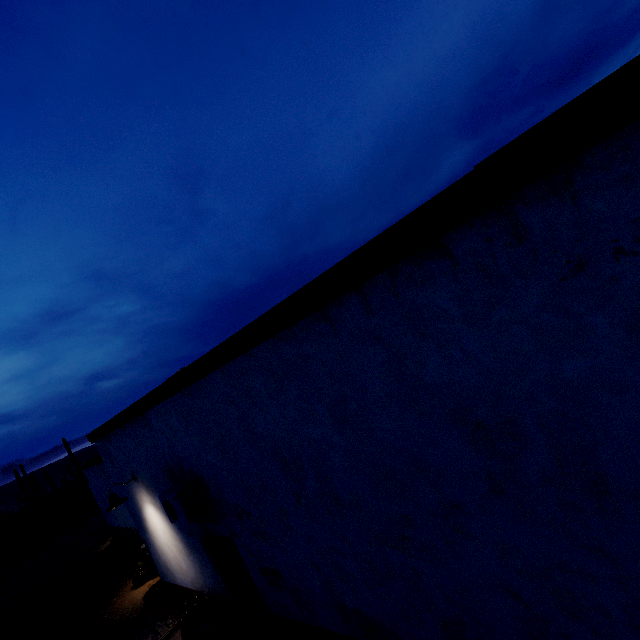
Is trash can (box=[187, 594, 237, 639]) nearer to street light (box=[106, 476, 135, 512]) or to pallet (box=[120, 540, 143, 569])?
street light (box=[106, 476, 135, 512])

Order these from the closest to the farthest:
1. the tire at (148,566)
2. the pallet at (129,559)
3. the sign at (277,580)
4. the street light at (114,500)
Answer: the sign at (277,580), the street light at (114,500), the tire at (148,566), the pallet at (129,559)

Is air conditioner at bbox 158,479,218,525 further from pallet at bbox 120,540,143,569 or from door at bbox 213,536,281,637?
pallet at bbox 120,540,143,569

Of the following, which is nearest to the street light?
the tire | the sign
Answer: the sign

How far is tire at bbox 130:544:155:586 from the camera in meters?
10.5 m

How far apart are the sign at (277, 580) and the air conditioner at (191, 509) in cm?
101

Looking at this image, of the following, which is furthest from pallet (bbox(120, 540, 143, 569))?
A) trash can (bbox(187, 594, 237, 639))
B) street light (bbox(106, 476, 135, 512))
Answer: trash can (bbox(187, 594, 237, 639))

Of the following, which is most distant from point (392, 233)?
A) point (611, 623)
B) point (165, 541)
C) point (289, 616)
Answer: point (165, 541)
